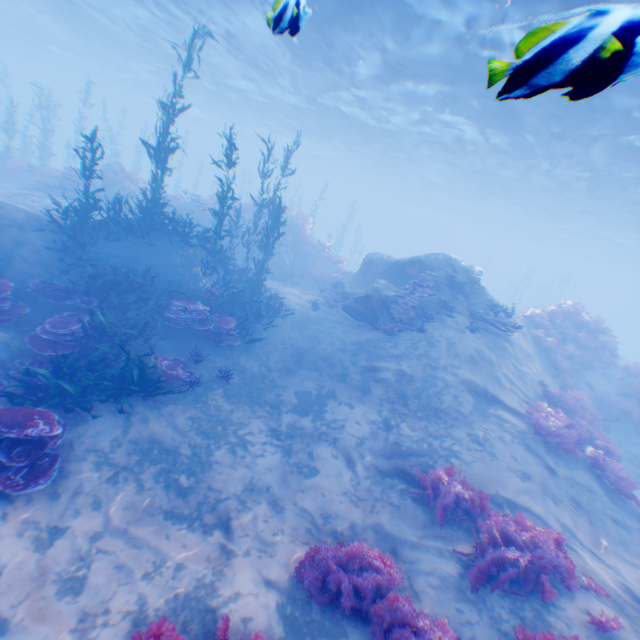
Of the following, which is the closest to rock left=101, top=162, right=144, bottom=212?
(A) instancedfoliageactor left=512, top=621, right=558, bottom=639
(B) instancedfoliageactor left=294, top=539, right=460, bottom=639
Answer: (B) instancedfoliageactor left=294, top=539, right=460, bottom=639

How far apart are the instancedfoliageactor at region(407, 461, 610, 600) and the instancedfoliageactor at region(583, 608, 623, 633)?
0.43m

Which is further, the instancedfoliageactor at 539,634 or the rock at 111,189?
the rock at 111,189

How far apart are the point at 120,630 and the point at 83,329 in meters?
6.3

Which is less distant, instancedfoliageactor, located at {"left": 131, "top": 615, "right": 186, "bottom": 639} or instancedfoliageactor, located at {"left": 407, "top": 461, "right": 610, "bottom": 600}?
instancedfoliageactor, located at {"left": 131, "top": 615, "right": 186, "bottom": 639}

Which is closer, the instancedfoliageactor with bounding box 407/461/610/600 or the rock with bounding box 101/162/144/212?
the instancedfoliageactor with bounding box 407/461/610/600

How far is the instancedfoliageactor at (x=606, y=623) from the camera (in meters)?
4.89

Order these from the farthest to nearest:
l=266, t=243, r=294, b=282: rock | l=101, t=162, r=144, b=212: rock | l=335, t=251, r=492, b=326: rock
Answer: l=266, t=243, r=294, b=282: rock < l=101, t=162, r=144, b=212: rock < l=335, t=251, r=492, b=326: rock
